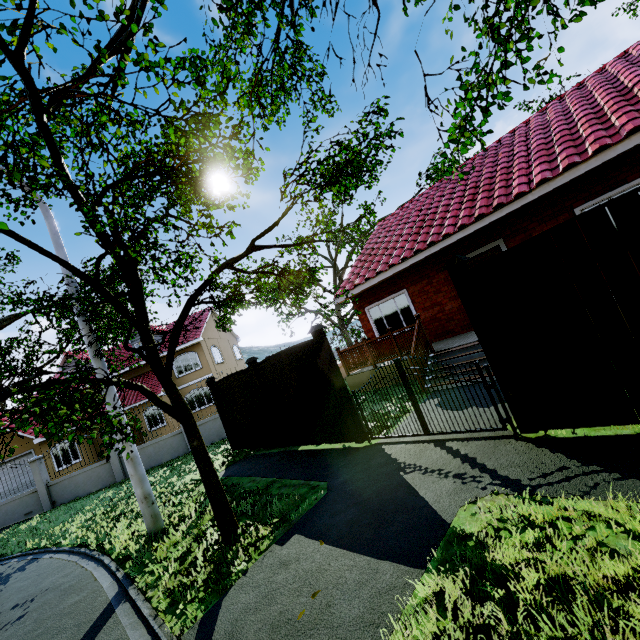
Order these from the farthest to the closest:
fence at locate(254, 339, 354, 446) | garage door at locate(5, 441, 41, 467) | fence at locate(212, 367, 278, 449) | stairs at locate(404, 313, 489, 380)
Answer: garage door at locate(5, 441, 41, 467) → fence at locate(212, 367, 278, 449) → stairs at locate(404, 313, 489, 380) → fence at locate(254, 339, 354, 446)

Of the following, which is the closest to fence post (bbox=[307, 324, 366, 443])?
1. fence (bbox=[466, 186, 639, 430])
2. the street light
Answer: fence (bbox=[466, 186, 639, 430])

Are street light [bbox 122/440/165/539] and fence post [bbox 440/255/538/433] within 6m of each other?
no

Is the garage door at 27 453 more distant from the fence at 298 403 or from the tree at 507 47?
the fence at 298 403

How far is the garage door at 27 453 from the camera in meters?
19.5

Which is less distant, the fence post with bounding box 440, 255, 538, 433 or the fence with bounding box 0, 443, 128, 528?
the fence post with bounding box 440, 255, 538, 433

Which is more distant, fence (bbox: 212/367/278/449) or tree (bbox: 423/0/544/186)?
fence (bbox: 212/367/278/449)

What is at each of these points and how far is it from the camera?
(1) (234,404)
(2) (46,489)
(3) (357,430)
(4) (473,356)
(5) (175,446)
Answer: (1) fence, 10.2 meters
(2) fence, 15.0 meters
(3) fence post, 6.5 meters
(4) stairs, 7.8 meters
(5) fence, 15.0 meters
